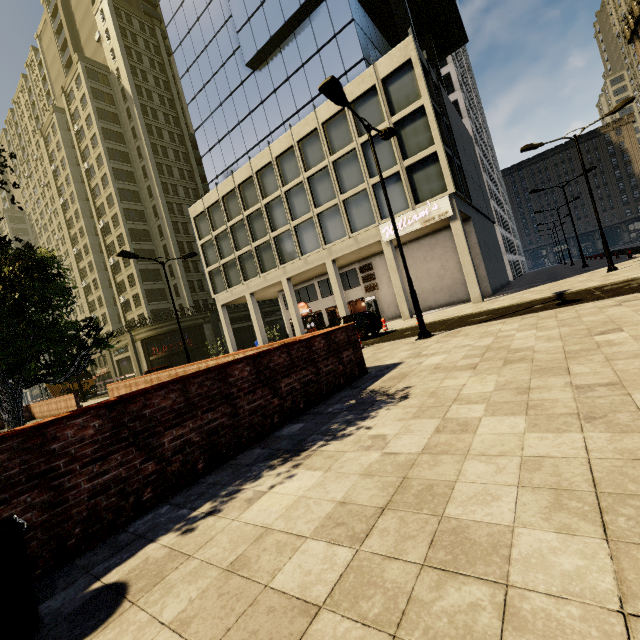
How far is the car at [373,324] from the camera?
16.2m

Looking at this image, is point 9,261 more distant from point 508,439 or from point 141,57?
point 141,57

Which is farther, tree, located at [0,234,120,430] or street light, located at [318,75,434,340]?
street light, located at [318,75,434,340]

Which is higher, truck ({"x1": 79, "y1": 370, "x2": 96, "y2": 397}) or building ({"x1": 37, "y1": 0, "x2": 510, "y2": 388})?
building ({"x1": 37, "y1": 0, "x2": 510, "y2": 388})

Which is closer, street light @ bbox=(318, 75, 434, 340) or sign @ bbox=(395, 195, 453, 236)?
street light @ bbox=(318, 75, 434, 340)

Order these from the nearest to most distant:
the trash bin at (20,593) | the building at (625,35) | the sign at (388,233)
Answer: the trash bin at (20,593) → the sign at (388,233) → the building at (625,35)

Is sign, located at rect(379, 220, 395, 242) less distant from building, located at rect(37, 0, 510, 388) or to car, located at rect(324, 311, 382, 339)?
building, located at rect(37, 0, 510, 388)

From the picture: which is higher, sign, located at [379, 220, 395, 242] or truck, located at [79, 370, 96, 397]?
sign, located at [379, 220, 395, 242]
